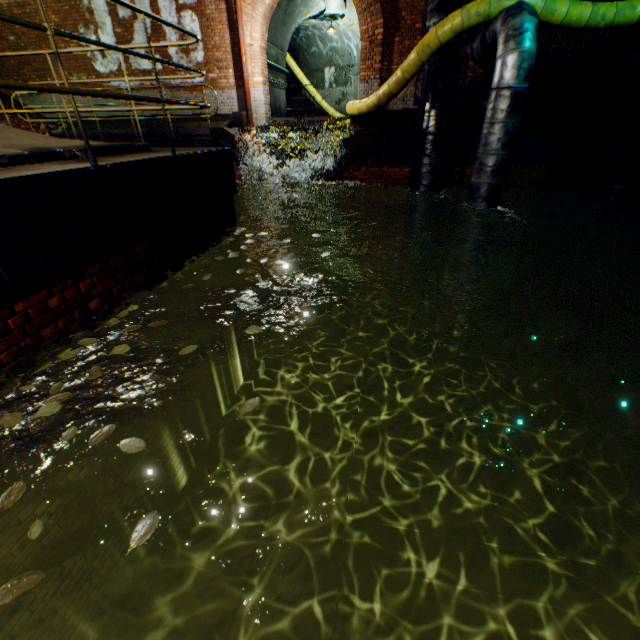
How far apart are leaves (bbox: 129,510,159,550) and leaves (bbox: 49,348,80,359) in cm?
134

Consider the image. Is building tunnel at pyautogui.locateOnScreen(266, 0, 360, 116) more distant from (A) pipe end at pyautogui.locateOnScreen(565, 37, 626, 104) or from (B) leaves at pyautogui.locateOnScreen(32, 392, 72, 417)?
(B) leaves at pyautogui.locateOnScreen(32, 392, 72, 417)

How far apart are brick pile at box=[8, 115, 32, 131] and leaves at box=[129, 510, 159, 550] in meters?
15.9 m

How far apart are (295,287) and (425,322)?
4.5m

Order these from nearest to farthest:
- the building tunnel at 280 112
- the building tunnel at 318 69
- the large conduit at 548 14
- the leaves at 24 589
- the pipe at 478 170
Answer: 1. the leaves at 24 589
2. the pipe at 478 170
3. the large conduit at 548 14
4. the building tunnel at 318 69
5. the building tunnel at 280 112

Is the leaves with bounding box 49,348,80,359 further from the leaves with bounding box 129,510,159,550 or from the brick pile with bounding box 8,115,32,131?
the brick pile with bounding box 8,115,32,131

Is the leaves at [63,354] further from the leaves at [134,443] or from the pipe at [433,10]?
the pipe at [433,10]

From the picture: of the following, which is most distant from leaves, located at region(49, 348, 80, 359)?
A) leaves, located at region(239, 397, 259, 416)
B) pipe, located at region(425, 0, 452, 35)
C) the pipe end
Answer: the pipe end
